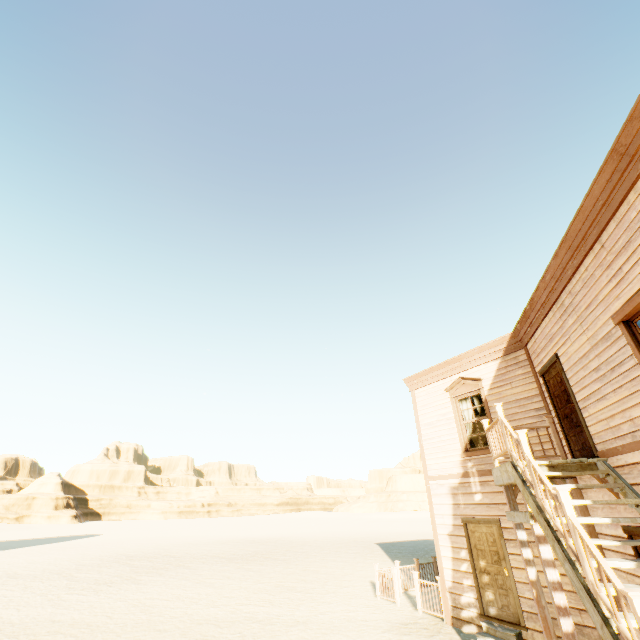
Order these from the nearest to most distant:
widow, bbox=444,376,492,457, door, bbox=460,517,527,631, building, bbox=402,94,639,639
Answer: building, bbox=402,94,639,639 → door, bbox=460,517,527,631 → widow, bbox=444,376,492,457

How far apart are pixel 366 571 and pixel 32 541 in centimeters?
3678cm

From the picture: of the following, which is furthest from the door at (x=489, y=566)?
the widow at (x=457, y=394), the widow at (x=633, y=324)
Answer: the widow at (x=633, y=324)

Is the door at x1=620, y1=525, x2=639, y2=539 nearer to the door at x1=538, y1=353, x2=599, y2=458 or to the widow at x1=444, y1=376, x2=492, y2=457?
the door at x1=538, y1=353, x2=599, y2=458

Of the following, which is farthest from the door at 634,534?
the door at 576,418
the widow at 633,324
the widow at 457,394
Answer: the widow at 457,394

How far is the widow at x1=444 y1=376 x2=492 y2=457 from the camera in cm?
932

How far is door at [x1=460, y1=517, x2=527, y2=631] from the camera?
7.66m

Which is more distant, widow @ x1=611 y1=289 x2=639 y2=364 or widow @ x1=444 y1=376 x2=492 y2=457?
widow @ x1=444 y1=376 x2=492 y2=457
